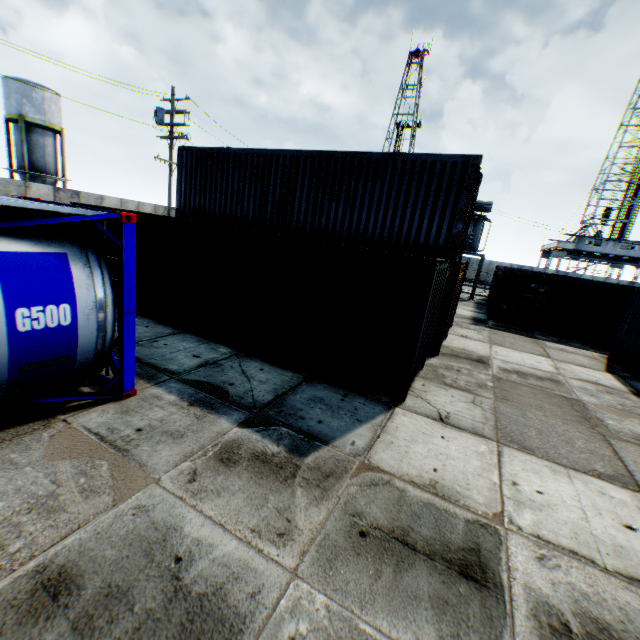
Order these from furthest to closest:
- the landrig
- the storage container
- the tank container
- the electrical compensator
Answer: the landrig
the electrical compensator
the storage container
the tank container

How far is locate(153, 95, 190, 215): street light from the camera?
17.49m

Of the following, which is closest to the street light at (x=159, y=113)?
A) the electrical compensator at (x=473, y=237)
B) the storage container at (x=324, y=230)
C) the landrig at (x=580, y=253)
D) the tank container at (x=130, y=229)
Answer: the storage container at (x=324, y=230)

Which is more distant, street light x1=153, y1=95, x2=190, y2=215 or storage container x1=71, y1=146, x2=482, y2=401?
street light x1=153, y1=95, x2=190, y2=215

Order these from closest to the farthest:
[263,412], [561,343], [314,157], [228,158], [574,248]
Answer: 1. [263,412]
2. [314,157]
3. [228,158]
4. [561,343]
5. [574,248]

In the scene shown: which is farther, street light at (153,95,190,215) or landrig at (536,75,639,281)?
landrig at (536,75,639,281)

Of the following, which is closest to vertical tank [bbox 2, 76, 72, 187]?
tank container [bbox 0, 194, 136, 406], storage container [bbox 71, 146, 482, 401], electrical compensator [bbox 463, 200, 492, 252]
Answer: storage container [bbox 71, 146, 482, 401]

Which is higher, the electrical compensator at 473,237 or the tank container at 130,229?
the electrical compensator at 473,237
